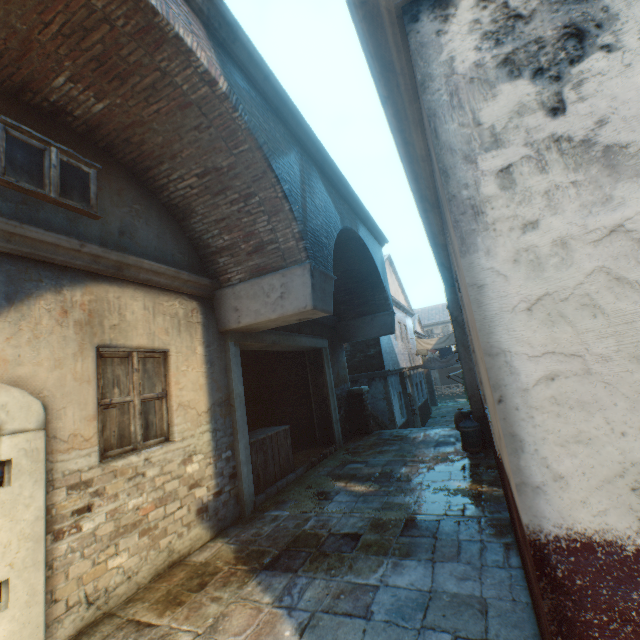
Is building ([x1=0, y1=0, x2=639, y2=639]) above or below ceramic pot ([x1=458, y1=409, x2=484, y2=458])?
above

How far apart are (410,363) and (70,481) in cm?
1953

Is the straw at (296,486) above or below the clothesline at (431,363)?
below

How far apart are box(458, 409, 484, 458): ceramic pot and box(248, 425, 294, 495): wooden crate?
3.7 meters

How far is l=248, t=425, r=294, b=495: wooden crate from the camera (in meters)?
6.02

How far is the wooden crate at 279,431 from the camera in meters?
6.0 m

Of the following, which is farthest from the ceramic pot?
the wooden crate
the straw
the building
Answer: the wooden crate

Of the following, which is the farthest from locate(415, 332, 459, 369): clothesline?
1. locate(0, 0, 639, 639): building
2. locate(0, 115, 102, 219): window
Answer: locate(0, 115, 102, 219): window
